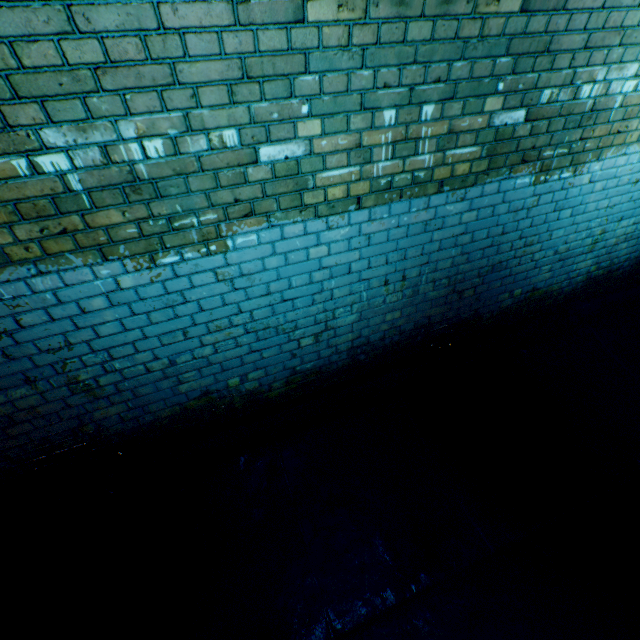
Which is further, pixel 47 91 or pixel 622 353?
pixel 622 353
